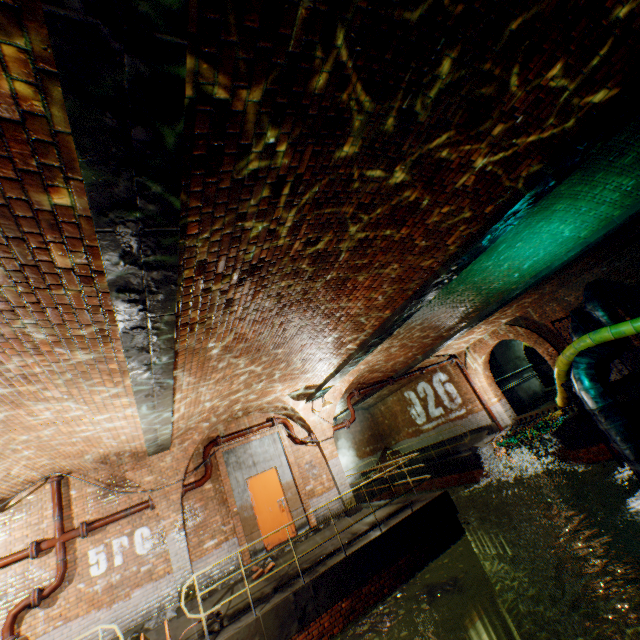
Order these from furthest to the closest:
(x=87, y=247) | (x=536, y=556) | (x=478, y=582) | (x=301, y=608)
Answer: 1. (x=536, y=556)
2. (x=478, y=582)
3. (x=301, y=608)
4. (x=87, y=247)

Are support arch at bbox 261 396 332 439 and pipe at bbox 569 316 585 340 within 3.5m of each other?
no

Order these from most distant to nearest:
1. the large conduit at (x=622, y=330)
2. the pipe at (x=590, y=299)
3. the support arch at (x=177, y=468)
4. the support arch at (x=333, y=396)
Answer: the support arch at (x=333, y=396)
the pipe at (x=590, y=299)
the large conduit at (x=622, y=330)
the support arch at (x=177, y=468)

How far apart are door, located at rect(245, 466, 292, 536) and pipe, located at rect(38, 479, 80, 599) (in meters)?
4.29

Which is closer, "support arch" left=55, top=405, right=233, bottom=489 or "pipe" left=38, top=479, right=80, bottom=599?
"pipe" left=38, top=479, right=80, bottom=599

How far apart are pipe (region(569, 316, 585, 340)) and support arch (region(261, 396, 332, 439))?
6.69m

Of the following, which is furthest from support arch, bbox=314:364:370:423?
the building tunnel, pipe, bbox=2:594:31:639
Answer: the building tunnel

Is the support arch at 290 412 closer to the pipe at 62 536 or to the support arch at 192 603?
the support arch at 192 603
